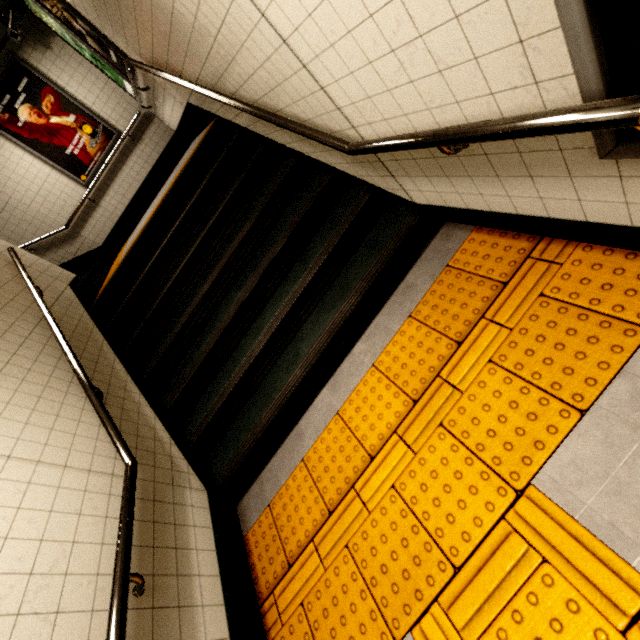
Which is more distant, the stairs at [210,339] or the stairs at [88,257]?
the stairs at [88,257]

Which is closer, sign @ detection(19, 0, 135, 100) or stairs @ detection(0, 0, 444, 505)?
stairs @ detection(0, 0, 444, 505)

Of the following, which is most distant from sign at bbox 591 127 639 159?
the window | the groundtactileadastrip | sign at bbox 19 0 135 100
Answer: the window

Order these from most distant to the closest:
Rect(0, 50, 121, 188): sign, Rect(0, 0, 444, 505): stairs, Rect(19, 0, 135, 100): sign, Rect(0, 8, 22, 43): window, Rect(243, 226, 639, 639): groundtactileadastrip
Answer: Rect(0, 50, 121, 188): sign
Rect(0, 8, 22, 43): window
Rect(19, 0, 135, 100): sign
Rect(0, 0, 444, 505): stairs
Rect(243, 226, 639, 639): groundtactileadastrip

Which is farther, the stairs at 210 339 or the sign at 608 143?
the stairs at 210 339

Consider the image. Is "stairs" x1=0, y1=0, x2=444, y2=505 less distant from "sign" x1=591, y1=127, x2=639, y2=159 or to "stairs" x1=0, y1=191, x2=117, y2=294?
"stairs" x1=0, y1=191, x2=117, y2=294

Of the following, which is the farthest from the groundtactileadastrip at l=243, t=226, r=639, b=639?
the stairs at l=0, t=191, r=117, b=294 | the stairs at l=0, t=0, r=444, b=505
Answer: the stairs at l=0, t=191, r=117, b=294

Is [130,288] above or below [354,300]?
above
